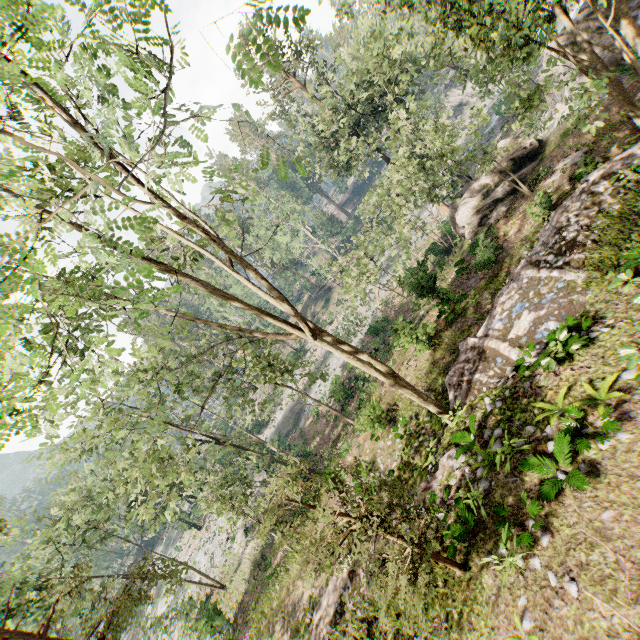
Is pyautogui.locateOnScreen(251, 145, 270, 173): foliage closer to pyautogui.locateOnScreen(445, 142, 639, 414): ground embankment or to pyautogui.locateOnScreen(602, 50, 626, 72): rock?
pyautogui.locateOnScreen(445, 142, 639, 414): ground embankment

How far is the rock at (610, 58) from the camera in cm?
1829

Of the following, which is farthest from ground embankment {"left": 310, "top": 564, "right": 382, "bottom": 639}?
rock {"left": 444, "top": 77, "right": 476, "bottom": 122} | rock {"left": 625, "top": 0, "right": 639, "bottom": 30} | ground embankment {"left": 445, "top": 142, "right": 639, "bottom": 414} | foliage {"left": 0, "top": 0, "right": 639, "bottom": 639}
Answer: rock {"left": 444, "top": 77, "right": 476, "bottom": 122}

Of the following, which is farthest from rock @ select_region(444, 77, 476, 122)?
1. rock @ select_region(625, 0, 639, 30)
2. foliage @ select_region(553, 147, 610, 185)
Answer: foliage @ select_region(553, 147, 610, 185)

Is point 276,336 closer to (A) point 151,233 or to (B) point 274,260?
(A) point 151,233

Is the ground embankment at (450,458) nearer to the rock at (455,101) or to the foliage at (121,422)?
the foliage at (121,422)

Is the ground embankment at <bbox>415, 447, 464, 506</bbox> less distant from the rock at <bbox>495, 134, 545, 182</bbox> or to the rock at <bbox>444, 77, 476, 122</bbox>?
the rock at <bbox>495, 134, 545, 182</bbox>
